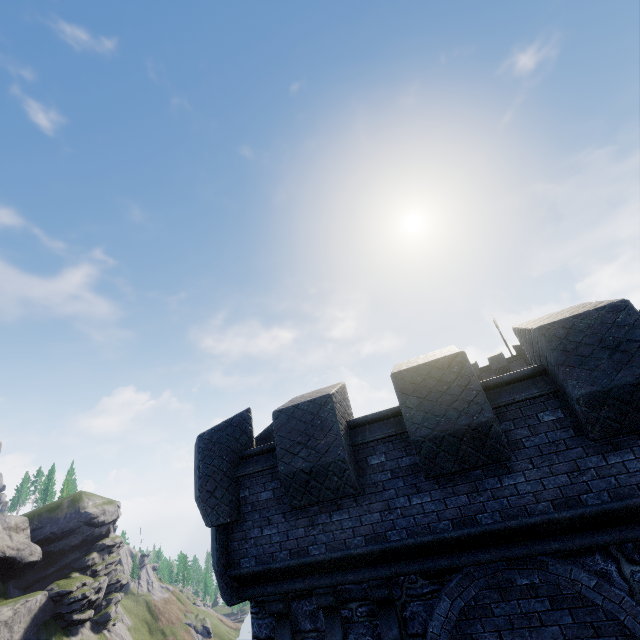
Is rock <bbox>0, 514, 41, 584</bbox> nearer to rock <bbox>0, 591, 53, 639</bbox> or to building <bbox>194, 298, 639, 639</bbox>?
rock <bbox>0, 591, 53, 639</bbox>

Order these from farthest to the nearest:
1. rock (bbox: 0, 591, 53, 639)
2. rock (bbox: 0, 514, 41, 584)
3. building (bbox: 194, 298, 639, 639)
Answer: rock (bbox: 0, 514, 41, 584), rock (bbox: 0, 591, 53, 639), building (bbox: 194, 298, 639, 639)

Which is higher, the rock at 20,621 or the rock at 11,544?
the rock at 11,544

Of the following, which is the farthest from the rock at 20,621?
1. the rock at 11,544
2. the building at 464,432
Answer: the building at 464,432

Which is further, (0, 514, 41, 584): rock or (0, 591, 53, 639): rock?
(0, 514, 41, 584): rock

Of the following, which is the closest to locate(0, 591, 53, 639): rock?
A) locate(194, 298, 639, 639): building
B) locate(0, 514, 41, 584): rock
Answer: locate(0, 514, 41, 584): rock

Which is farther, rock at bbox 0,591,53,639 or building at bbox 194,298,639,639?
rock at bbox 0,591,53,639

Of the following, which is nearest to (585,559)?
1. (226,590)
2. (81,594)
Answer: (226,590)
